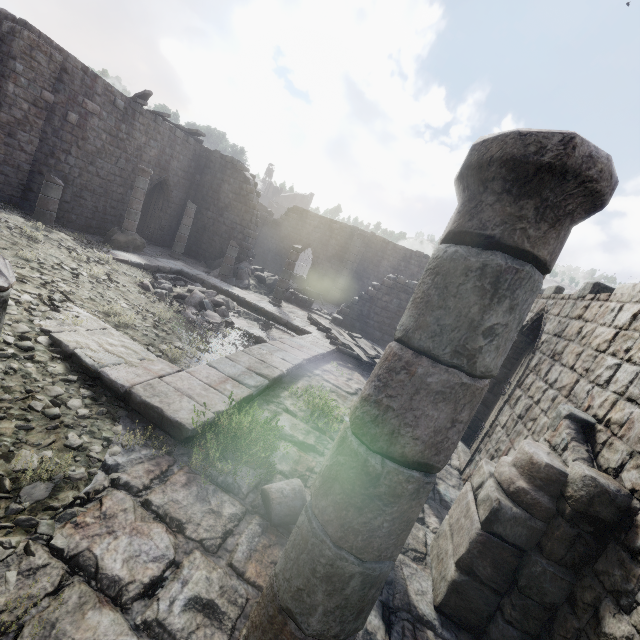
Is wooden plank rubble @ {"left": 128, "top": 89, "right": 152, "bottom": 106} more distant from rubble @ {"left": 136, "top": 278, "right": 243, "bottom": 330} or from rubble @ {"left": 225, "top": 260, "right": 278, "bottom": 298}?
rubble @ {"left": 136, "top": 278, "right": 243, "bottom": 330}

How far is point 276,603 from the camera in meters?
1.7

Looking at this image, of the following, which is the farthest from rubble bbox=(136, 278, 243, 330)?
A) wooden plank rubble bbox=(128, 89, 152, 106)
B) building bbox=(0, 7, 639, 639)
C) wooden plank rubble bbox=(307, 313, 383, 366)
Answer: wooden plank rubble bbox=(128, 89, 152, 106)

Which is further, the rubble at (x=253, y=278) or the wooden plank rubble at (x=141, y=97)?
the rubble at (x=253, y=278)

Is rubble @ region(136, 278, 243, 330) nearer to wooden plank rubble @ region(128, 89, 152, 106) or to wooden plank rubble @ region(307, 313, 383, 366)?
wooden plank rubble @ region(307, 313, 383, 366)

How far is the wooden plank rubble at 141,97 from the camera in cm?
1565

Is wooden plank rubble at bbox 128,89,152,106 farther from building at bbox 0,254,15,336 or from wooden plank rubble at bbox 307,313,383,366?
wooden plank rubble at bbox 307,313,383,366
